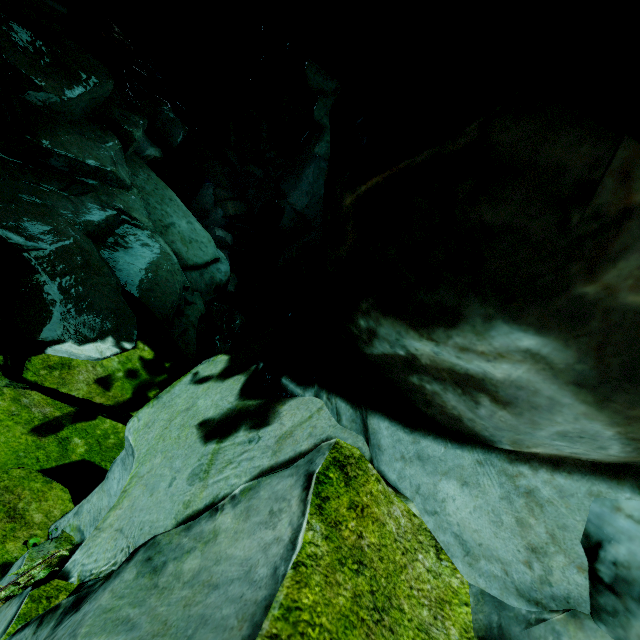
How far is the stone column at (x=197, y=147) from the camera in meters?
18.4 m

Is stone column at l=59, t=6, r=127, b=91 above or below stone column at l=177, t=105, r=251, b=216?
above

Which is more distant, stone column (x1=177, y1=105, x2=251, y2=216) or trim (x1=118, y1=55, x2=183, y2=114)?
stone column (x1=177, y1=105, x2=251, y2=216)

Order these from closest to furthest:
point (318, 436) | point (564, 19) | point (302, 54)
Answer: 1. point (564, 19)
2. point (318, 436)
3. point (302, 54)

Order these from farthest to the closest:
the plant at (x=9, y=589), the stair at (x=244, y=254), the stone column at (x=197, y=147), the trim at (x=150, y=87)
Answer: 1. the stair at (x=244, y=254)
2. the stone column at (x=197, y=147)
3. the trim at (x=150, y=87)
4. the plant at (x=9, y=589)

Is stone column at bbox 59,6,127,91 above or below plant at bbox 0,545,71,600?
below

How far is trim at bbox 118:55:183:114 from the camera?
15.1m

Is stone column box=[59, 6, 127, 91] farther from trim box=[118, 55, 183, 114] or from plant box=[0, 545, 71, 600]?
plant box=[0, 545, 71, 600]
